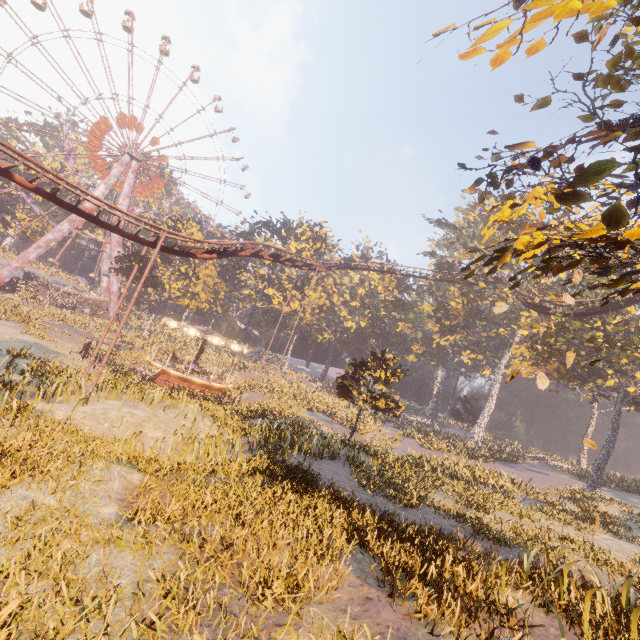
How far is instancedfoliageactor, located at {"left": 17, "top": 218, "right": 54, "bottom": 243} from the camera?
52.0 meters

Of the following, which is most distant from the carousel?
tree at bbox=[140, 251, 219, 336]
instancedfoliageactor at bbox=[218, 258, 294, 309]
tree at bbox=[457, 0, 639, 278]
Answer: tree at bbox=[457, 0, 639, 278]

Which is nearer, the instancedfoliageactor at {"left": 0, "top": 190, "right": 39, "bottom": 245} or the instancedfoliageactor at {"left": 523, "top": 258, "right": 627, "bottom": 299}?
the instancedfoliageactor at {"left": 523, "top": 258, "right": 627, "bottom": 299}

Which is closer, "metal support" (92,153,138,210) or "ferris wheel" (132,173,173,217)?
"metal support" (92,153,138,210)

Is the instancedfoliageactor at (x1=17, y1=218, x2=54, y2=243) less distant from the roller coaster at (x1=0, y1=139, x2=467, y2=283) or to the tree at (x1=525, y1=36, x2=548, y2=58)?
the roller coaster at (x1=0, y1=139, x2=467, y2=283)

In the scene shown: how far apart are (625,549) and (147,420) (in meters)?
20.00

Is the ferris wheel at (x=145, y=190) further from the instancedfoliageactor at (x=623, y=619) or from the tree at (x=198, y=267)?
the instancedfoliageactor at (x=623, y=619)

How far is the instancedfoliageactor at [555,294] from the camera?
25.61m
